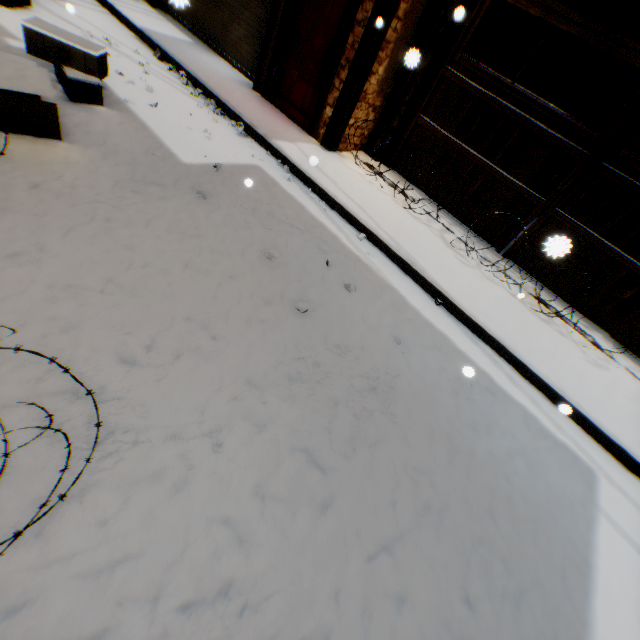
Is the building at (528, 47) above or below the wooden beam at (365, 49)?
above

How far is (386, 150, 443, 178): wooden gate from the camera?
6.20m

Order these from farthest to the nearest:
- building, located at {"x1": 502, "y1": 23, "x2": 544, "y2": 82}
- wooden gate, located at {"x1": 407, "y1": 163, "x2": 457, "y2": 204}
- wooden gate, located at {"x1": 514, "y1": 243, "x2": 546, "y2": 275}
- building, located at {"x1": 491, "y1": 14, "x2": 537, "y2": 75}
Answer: building, located at {"x1": 502, "y1": 23, "x2": 544, "y2": 82} → building, located at {"x1": 491, "y1": 14, "x2": 537, "y2": 75} → wooden gate, located at {"x1": 407, "y1": 163, "x2": 457, "y2": 204} → wooden gate, located at {"x1": 514, "y1": 243, "x2": 546, "y2": 275}

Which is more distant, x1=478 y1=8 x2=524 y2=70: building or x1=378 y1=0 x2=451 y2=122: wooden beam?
x1=478 y1=8 x2=524 y2=70: building

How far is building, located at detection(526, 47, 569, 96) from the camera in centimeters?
852cm

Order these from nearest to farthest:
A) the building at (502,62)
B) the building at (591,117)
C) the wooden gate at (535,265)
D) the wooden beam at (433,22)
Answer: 1. the wooden beam at (433,22)
2. the wooden gate at (535,265)
3. the building at (502,62)
4. the building at (591,117)

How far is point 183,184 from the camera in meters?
3.7
